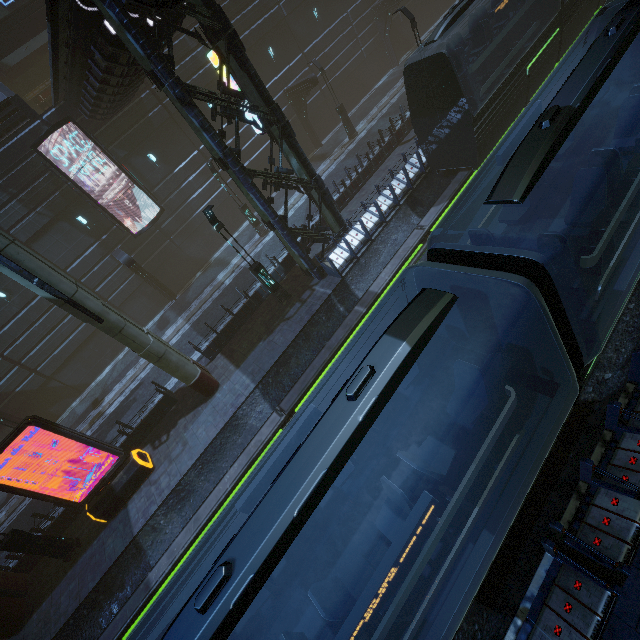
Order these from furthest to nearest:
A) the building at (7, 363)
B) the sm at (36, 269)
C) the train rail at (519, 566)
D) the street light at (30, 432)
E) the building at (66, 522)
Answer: the building at (7, 363) < the street light at (30, 432) < the building at (66, 522) < the sm at (36, 269) < the train rail at (519, 566)

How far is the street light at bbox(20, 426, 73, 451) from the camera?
17.00m

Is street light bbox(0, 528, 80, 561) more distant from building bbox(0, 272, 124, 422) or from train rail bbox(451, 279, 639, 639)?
train rail bbox(451, 279, 639, 639)

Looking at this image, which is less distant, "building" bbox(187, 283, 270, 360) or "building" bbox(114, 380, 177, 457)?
"building" bbox(114, 380, 177, 457)

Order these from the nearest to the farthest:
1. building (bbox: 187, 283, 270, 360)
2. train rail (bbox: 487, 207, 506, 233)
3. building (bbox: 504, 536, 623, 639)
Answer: building (bbox: 504, 536, 623, 639)
train rail (bbox: 487, 207, 506, 233)
building (bbox: 187, 283, 270, 360)

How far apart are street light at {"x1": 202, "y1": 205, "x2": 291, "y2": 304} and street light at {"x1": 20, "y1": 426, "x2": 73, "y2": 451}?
14.6m

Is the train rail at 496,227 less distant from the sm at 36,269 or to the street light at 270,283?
the sm at 36,269

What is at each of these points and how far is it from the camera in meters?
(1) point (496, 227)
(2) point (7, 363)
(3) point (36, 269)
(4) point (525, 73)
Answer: (1) train rail, 13.0 m
(2) building, 19.4 m
(3) sm, 9.6 m
(4) train, 14.3 m
